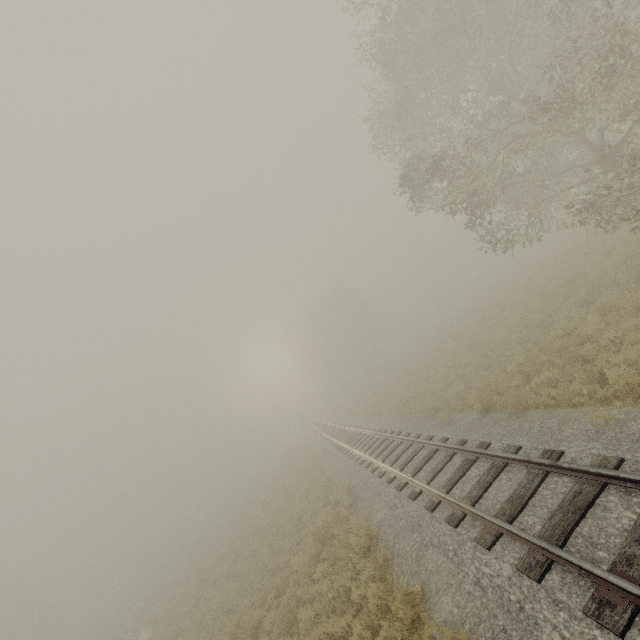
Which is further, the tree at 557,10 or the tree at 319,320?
the tree at 319,320

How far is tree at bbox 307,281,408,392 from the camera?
52.7m

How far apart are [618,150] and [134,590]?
84.7 meters

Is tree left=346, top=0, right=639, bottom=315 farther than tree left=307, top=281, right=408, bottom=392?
No

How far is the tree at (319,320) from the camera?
52.7m
